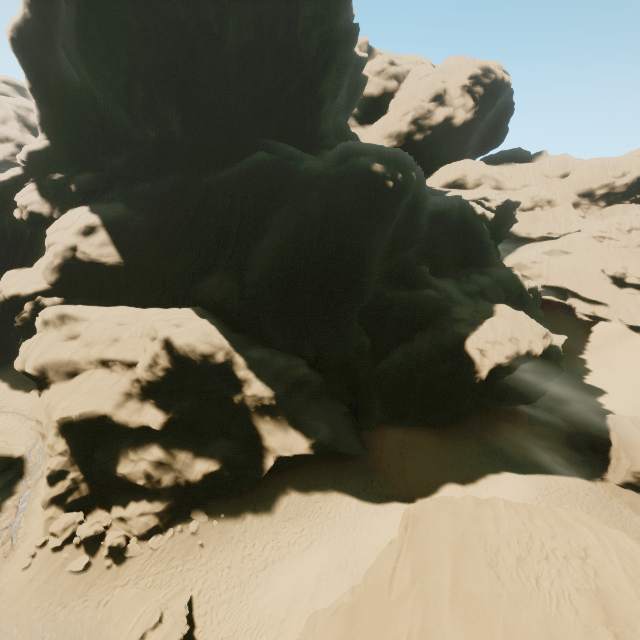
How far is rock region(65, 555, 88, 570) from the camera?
17.83m

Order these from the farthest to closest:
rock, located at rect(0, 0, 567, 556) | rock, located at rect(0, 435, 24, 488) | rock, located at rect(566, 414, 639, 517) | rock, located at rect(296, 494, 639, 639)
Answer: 1. rock, located at rect(566, 414, 639, 517)
2. rock, located at rect(0, 435, 24, 488)
3. rock, located at rect(0, 0, 567, 556)
4. rock, located at rect(296, 494, 639, 639)

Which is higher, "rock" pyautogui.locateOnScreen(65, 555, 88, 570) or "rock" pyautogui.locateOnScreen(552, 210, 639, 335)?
"rock" pyautogui.locateOnScreen(552, 210, 639, 335)

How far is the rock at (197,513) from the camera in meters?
21.0

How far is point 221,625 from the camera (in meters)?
16.88

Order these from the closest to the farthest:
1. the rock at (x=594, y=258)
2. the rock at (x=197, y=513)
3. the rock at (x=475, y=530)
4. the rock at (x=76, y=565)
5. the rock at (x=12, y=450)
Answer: the rock at (x=475, y=530) → the rock at (x=76, y=565) → the rock at (x=197, y=513) → the rock at (x=12, y=450) → the rock at (x=594, y=258)

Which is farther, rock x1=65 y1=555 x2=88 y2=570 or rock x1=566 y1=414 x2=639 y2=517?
rock x1=566 y1=414 x2=639 y2=517
